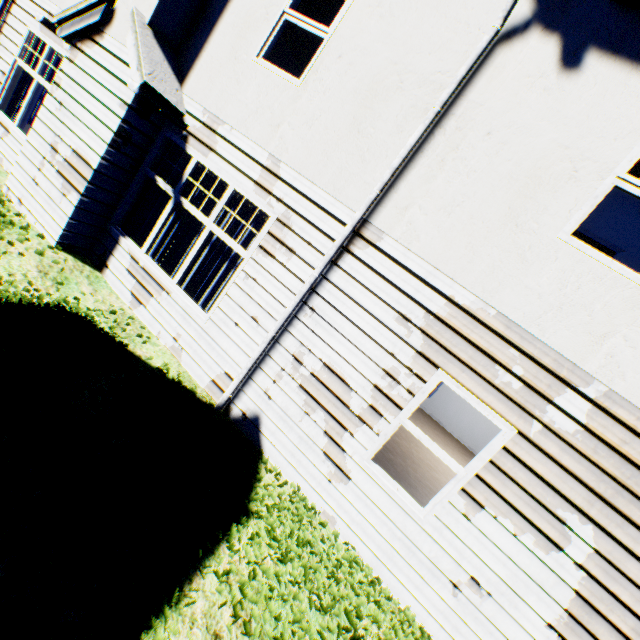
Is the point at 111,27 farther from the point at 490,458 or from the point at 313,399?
A: the point at 490,458

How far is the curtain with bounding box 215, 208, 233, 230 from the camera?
5.32m

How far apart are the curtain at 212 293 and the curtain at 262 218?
0.1m

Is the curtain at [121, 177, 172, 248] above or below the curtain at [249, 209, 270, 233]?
below

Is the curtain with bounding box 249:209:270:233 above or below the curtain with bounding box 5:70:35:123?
above

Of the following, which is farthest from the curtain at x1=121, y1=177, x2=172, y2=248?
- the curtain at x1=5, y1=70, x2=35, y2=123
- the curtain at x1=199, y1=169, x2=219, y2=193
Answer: the curtain at x1=5, y1=70, x2=35, y2=123

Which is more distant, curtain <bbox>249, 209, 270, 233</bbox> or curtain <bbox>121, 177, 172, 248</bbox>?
curtain <bbox>121, 177, 172, 248</bbox>

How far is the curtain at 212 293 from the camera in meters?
5.3 m
